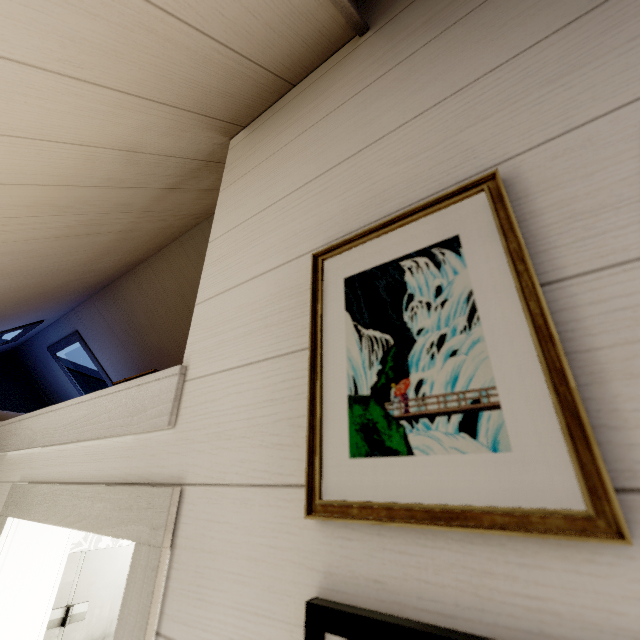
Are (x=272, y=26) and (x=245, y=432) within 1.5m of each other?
yes
